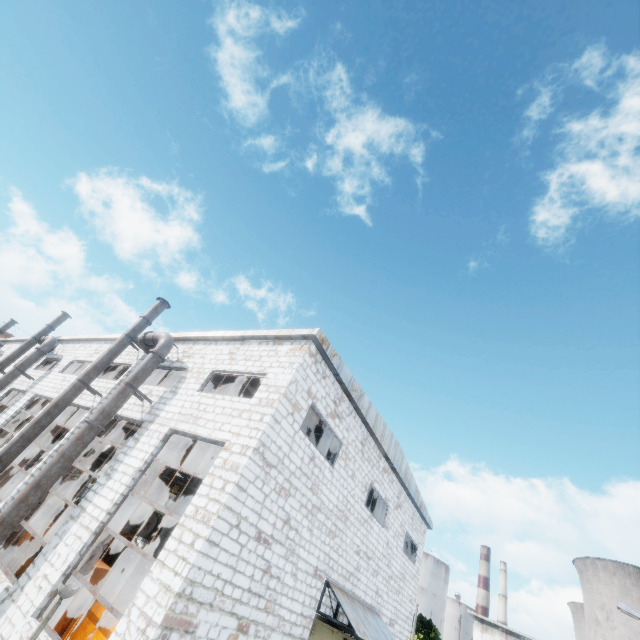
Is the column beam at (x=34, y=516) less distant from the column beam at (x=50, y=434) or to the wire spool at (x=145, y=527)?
the column beam at (x=50, y=434)

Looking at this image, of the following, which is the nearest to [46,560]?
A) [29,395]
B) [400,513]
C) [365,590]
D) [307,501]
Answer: [307,501]

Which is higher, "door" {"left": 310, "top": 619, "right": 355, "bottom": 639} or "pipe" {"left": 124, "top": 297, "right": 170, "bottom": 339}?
"pipe" {"left": 124, "top": 297, "right": 170, "bottom": 339}

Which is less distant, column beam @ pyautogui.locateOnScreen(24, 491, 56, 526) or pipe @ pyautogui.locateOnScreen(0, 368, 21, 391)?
column beam @ pyautogui.locateOnScreen(24, 491, 56, 526)

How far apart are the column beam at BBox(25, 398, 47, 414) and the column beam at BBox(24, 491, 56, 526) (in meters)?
8.39

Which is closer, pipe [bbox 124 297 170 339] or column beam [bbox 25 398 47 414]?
pipe [bbox 124 297 170 339]

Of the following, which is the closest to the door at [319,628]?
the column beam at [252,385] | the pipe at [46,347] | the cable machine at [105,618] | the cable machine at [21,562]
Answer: the cable machine at [105,618]

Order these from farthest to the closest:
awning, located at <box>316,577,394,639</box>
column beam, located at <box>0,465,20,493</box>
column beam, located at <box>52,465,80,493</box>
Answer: column beam, located at <box>0,465,20,493</box> → column beam, located at <box>52,465,80,493</box> → awning, located at <box>316,577,394,639</box>
